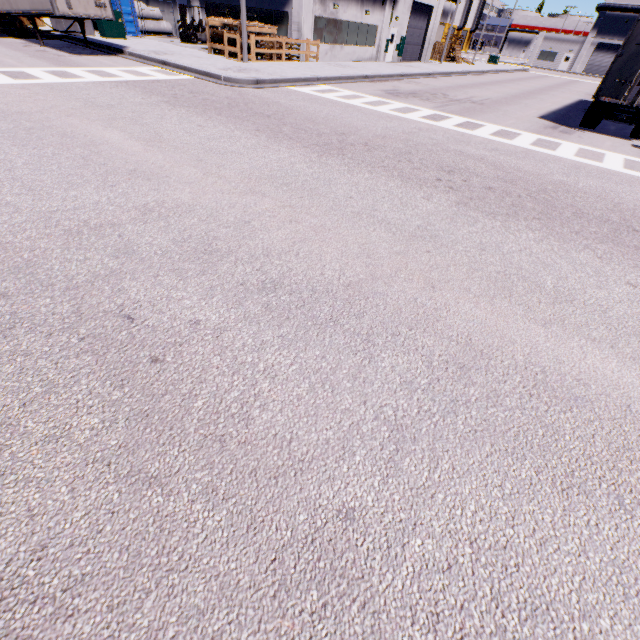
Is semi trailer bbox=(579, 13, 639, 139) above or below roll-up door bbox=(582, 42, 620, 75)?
below

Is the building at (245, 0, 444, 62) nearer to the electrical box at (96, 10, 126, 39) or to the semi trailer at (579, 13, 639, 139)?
the semi trailer at (579, 13, 639, 139)

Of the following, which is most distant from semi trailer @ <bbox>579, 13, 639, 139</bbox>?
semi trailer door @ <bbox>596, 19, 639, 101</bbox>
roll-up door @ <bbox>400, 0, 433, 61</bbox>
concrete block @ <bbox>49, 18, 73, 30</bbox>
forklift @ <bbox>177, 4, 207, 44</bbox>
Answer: forklift @ <bbox>177, 4, 207, 44</bbox>

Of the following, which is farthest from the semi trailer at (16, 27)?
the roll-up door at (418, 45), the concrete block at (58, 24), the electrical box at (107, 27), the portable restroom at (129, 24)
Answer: the portable restroom at (129, 24)

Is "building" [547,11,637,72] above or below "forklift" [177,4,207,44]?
above

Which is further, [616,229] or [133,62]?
[133,62]

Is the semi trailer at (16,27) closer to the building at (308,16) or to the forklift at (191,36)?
the building at (308,16)

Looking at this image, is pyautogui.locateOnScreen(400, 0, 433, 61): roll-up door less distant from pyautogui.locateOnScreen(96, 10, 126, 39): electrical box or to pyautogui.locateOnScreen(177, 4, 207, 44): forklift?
pyautogui.locateOnScreen(177, 4, 207, 44): forklift
